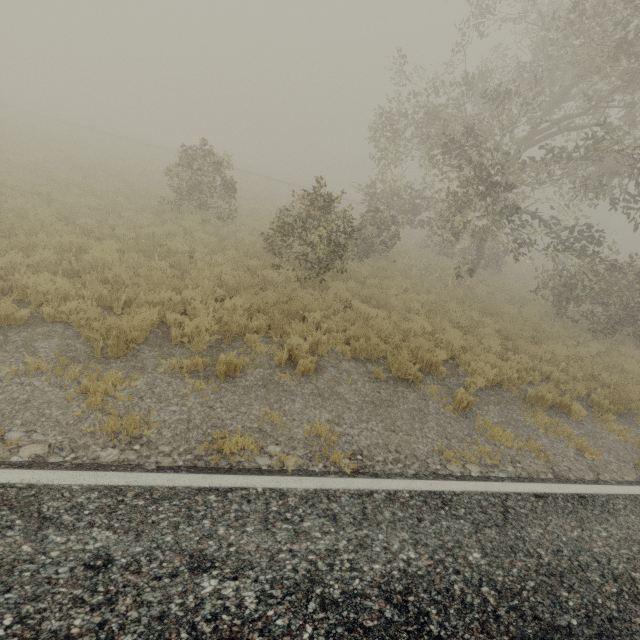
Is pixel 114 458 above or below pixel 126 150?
below
